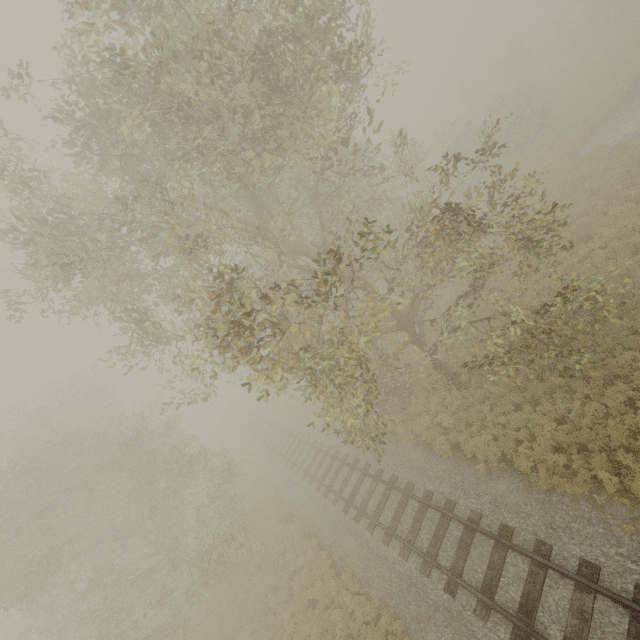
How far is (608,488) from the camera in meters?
8.6
